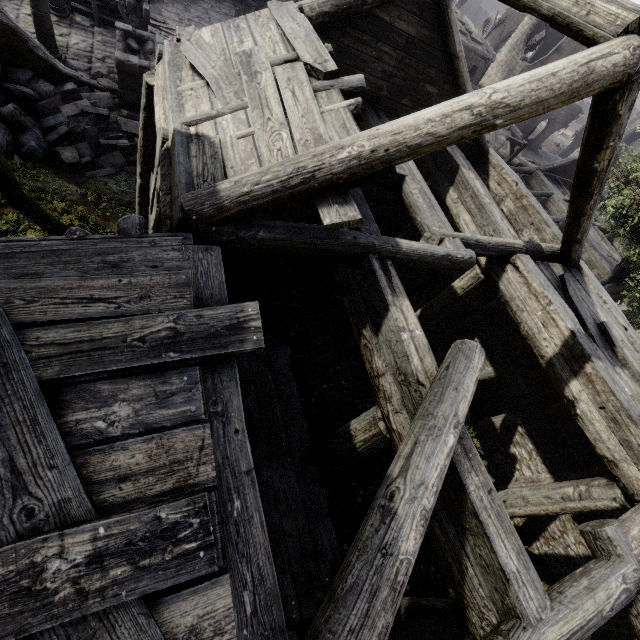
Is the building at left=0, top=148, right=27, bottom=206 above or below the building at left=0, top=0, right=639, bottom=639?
below

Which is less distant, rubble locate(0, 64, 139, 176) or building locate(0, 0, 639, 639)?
building locate(0, 0, 639, 639)

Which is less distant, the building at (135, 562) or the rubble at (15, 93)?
the building at (135, 562)

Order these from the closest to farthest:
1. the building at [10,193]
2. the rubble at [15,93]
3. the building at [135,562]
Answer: the building at [135,562]
the building at [10,193]
the rubble at [15,93]

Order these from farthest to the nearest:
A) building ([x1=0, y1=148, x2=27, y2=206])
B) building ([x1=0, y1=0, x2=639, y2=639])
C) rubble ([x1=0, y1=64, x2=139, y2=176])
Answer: rubble ([x1=0, y1=64, x2=139, y2=176]), building ([x1=0, y1=148, x2=27, y2=206]), building ([x1=0, y1=0, x2=639, y2=639])

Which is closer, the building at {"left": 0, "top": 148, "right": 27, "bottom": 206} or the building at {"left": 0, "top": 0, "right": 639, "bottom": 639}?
the building at {"left": 0, "top": 0, "right": 639, "bottom": 639}

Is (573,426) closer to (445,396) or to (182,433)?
(445,396)
